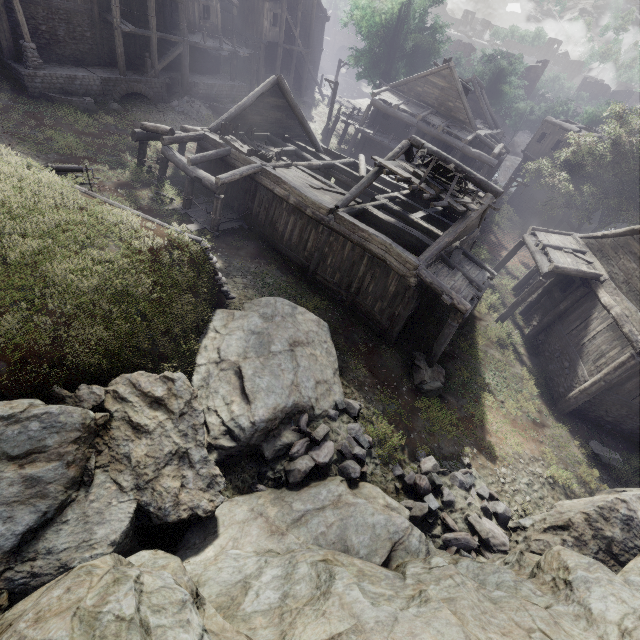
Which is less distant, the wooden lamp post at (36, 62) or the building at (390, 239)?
the building at (390, 239)

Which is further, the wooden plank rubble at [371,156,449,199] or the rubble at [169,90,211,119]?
the rubble at [169,90,211,119]

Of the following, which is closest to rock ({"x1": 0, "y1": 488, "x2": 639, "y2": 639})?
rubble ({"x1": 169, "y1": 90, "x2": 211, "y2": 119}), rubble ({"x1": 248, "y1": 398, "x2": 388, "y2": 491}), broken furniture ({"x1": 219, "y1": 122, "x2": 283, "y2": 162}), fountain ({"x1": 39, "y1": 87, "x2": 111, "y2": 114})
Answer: rubble ({"x1": 248, "y1": 398, "x2": 388, "y2": 491})

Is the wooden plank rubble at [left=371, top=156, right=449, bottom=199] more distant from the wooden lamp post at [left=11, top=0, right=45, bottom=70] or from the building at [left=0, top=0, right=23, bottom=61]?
the wooden lamp post at [left=11, top=0, right=45, bottom=70]

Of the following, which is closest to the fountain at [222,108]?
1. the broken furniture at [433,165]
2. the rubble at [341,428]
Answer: the broken furniture at [433,165]

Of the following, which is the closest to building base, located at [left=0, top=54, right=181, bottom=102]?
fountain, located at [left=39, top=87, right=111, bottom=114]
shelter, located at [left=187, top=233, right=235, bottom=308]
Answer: fountain, located at [left=39, top=87, right=111, bottom=114]

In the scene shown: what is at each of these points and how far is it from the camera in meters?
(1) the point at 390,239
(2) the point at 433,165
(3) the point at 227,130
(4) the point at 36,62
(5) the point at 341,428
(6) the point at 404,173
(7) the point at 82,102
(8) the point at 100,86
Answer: (1) building, 13.3
(2) broken furniture, 14.0
(3) broken furniture, 16.7
(4) wooden lamp post, 18.0
(5) rubble, 10.3
(6) wooden plank rubble, 13.7
(7) fountain, 19.0
(8) building base, 20.4

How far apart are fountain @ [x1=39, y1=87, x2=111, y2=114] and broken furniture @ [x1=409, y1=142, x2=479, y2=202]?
18.81m
